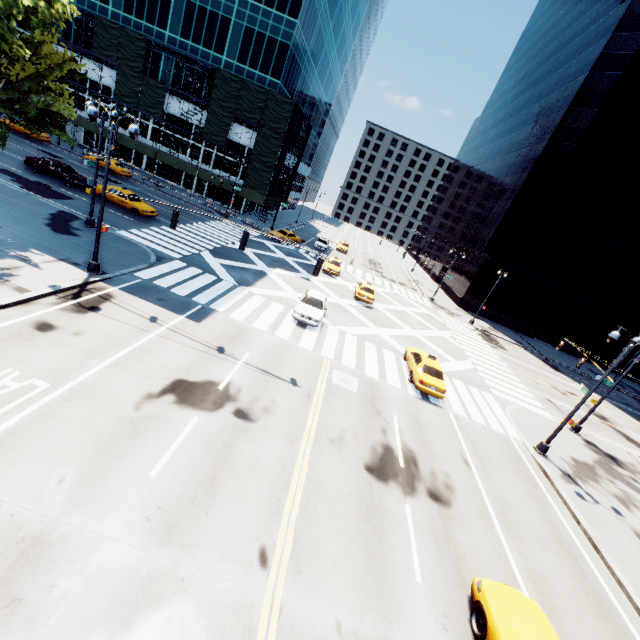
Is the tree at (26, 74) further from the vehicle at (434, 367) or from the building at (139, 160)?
the building at (139, 160)

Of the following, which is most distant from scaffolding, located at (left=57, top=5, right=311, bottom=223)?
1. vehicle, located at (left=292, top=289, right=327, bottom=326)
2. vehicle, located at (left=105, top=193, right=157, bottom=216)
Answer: vehicle, located at (left=292, top=289, right=327, bottom=326)

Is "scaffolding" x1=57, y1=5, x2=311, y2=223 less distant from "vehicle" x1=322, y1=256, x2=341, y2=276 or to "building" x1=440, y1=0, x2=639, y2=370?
"vehicle" x1=322, y1=256, x2=341, y2=276

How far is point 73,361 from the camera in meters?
10.6

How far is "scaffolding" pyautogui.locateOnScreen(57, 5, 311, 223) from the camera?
39.1 meters

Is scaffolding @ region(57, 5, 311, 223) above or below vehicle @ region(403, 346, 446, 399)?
above

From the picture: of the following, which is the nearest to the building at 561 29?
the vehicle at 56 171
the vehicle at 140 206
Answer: the vehicle at 140 206

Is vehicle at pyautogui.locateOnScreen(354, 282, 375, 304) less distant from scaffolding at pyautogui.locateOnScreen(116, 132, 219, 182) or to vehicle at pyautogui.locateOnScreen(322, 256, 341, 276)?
vehicle at pyautogui.locateOnScreen(322, 256, 341, 276)
